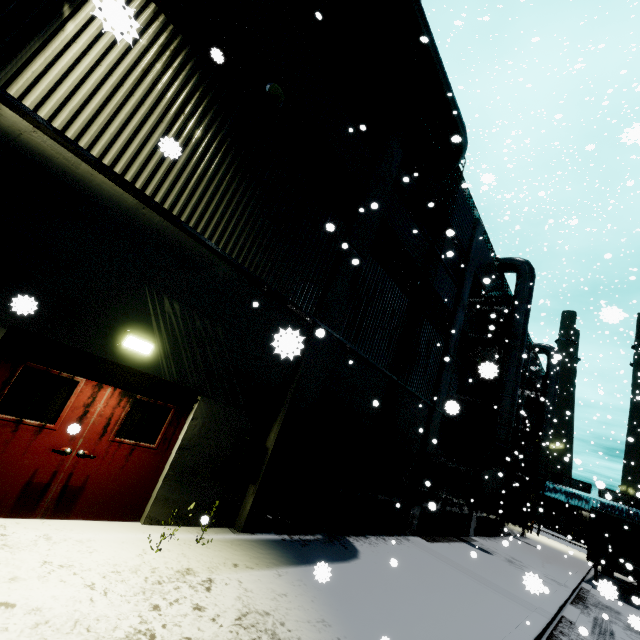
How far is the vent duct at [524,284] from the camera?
15.90m

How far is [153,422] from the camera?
5.7m

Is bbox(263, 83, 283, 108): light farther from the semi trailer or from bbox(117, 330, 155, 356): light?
the semi trailer

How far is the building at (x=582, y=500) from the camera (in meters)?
55.99

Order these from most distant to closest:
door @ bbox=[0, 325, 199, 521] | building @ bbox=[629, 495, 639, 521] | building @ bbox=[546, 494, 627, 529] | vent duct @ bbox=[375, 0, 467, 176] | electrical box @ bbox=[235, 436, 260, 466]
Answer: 1. building @ bbox=[546, 494, 627, 529]
2. building @ bbox=[629, 495, 639, 521]
3. vent duct @ bbox=[375, 0, 467, 176]
4. electrical box @ bbox=[235, 436, 260, 466]
5. door @ bbox=[0, 325, 199, 521]

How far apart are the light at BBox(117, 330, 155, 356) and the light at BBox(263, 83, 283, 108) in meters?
5.6

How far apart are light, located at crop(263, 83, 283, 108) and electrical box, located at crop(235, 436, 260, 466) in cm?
722

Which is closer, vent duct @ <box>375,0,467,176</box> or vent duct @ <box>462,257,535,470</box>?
vent duct @ <box>375,0,467,176</box>
